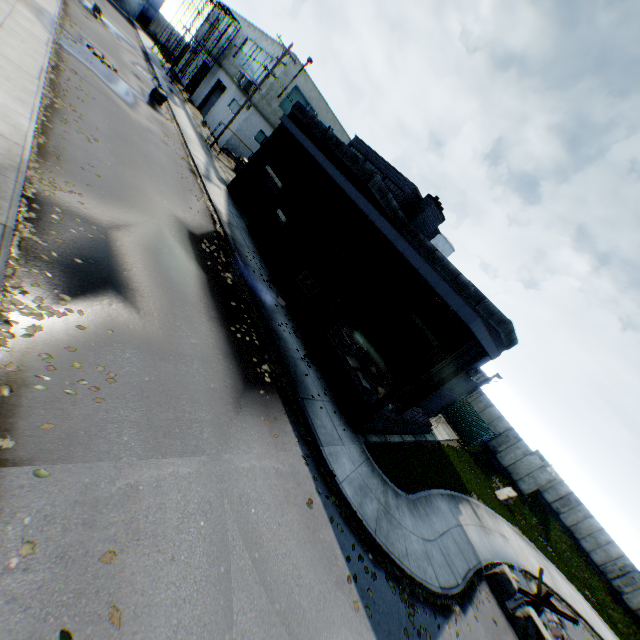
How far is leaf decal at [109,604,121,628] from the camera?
3.98m

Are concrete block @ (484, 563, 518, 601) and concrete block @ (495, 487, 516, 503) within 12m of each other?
yes

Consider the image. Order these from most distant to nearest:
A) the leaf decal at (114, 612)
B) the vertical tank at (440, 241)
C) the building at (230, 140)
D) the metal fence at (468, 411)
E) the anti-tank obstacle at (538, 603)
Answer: the vertical tank at (440, 241) < the building at (230, 140) < the metal fence at (468, 411) < the anti-tank obstacle at (538, 603) < the leaf decal at (114, 612)

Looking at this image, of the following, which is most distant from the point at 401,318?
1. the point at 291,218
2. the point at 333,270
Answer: the point at 291,218

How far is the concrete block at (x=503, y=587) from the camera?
12.3m

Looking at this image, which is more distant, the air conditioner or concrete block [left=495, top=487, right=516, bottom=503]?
the air conditioner

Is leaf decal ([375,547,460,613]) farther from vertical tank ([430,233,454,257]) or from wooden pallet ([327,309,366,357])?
vertical tank ([430,233,454,257])

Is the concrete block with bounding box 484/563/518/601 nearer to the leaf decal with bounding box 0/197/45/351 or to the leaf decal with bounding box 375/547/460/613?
the leaf decal with bounding box 375/547/460/613
